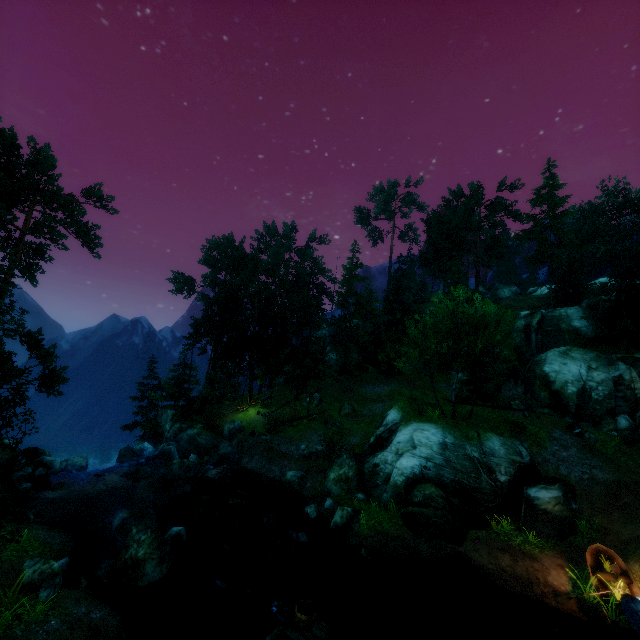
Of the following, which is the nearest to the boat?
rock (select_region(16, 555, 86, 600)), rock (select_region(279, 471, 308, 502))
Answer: rock (select_region(279, 471, 308, 502))

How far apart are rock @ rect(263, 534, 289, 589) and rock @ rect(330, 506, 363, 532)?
2.22m

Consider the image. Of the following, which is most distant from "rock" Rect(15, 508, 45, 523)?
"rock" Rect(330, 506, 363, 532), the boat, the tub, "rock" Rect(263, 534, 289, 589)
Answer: the boat

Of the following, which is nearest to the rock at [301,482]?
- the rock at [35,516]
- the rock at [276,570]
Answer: the rock at [276,570]

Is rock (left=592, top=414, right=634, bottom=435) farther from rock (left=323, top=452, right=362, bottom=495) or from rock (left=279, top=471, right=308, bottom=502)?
rock (left=279, top=471, right=308, bottom=502)

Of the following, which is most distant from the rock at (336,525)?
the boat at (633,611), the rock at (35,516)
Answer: the rock at (35,516)

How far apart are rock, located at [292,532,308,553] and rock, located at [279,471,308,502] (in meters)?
5.68

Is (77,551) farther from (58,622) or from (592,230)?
(592,230)
